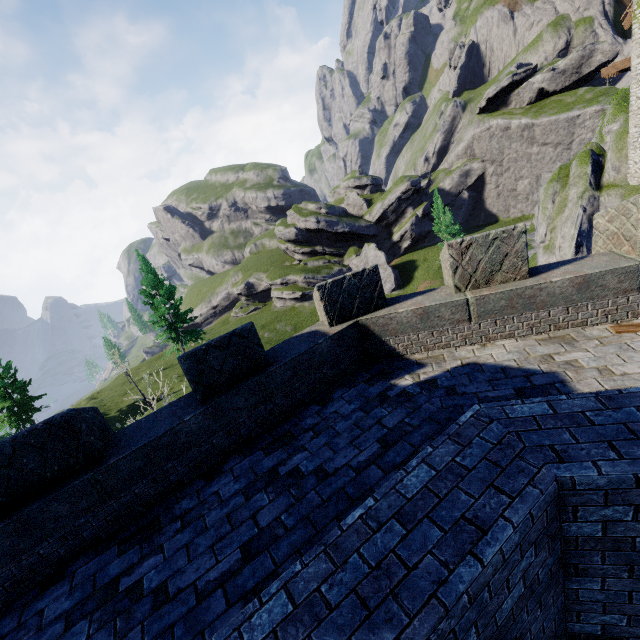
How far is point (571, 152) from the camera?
48.3m
